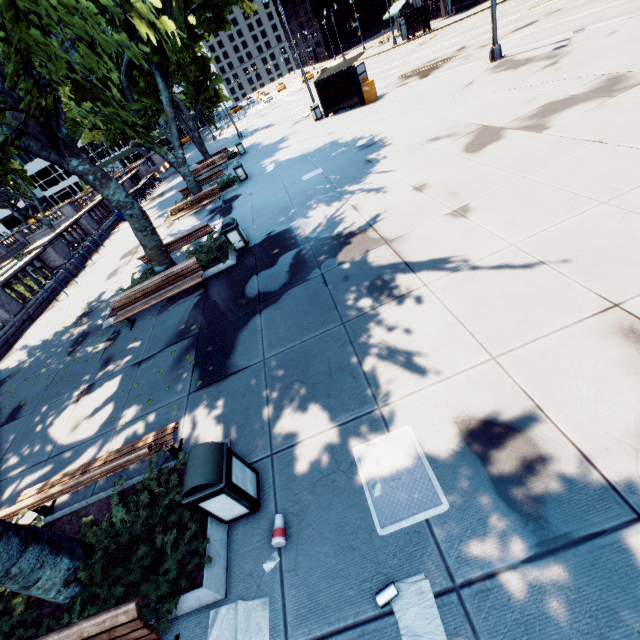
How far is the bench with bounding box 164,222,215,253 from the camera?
11.65m

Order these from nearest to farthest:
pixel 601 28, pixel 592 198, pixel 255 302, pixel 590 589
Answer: pixel 590 589
pixel 592 198
pixel 255 302
pixel 601 28

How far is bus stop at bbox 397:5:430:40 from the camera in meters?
37.2 m

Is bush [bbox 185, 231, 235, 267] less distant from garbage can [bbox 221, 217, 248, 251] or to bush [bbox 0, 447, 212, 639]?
garbage can [bbox 221, 217, 248, 251]

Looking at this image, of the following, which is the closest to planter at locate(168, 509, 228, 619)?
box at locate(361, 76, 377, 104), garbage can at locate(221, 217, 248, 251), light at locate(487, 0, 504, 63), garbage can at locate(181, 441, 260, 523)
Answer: garbage can at locate(181, 441, 260, 523)

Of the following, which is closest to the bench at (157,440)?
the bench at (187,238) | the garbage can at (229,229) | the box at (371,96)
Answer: the garbage can at (229,229)

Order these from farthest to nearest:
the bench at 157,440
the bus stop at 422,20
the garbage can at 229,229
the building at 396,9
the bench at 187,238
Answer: the building at 396,9 < the bus stop at 422,20 < the bench at 187,238 < the garbage can at 229,229 < the bench at 157,440

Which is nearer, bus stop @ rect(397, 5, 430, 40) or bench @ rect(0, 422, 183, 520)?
bench @ rect(0, 422, 183, 520)
